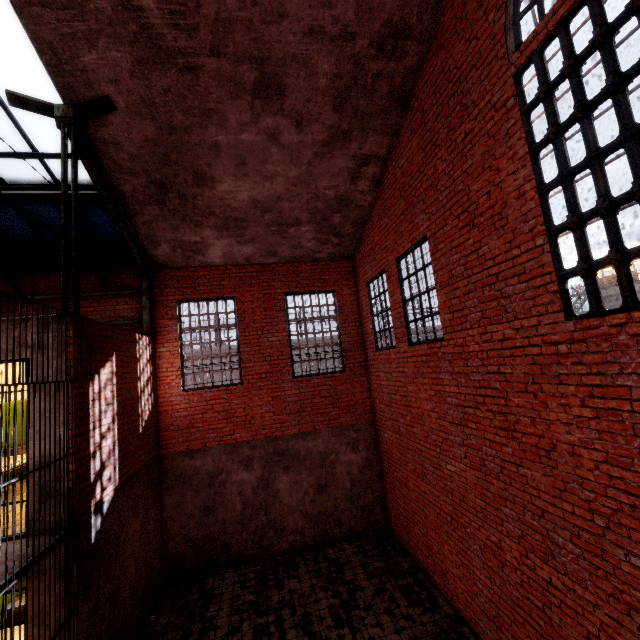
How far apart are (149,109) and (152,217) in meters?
2.5

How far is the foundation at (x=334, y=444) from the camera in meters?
8.2 m

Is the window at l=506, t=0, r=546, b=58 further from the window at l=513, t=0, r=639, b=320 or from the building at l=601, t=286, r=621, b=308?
the building at l=601, t=286, r=621, b=308

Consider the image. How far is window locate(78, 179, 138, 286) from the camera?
6.9 meters

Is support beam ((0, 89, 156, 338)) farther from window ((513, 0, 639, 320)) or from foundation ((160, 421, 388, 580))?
window ((513, 0, 639, 320))

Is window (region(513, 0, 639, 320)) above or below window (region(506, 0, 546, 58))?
below

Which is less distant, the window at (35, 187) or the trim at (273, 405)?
the window at (35, 187)

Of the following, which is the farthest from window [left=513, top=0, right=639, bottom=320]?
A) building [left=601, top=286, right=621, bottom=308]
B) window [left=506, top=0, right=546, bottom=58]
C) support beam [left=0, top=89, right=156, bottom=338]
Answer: building [left=601, top=286, right=621, bottom=308]
